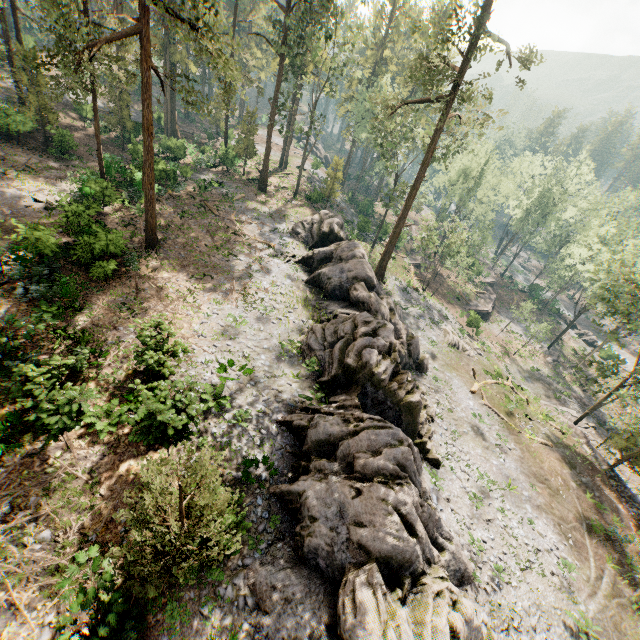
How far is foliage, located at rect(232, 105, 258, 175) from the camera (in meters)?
38.25

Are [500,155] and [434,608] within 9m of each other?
no

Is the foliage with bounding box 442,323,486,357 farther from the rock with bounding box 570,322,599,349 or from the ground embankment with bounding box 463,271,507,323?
the ground embankment with bounding box 463,271,507,323

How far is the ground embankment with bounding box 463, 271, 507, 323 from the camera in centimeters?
4825cm

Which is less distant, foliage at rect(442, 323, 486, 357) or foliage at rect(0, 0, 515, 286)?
foliage at rect(0, 0, 515, 286)

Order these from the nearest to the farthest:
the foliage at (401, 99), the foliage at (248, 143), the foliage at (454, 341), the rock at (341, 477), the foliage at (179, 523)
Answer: the foliage at (179, 523) < the rock at (341, 477) < the foliage at (401, 99) < the foliage at (454, 341) < the foliage at (248, 143)

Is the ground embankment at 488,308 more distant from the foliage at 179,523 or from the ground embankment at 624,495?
the ground embankment at 624,495

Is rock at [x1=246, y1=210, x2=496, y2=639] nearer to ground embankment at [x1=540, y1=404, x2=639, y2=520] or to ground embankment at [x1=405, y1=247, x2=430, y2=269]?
ground embankment at [x1=540, y1=404, x2=639, y2=520]
